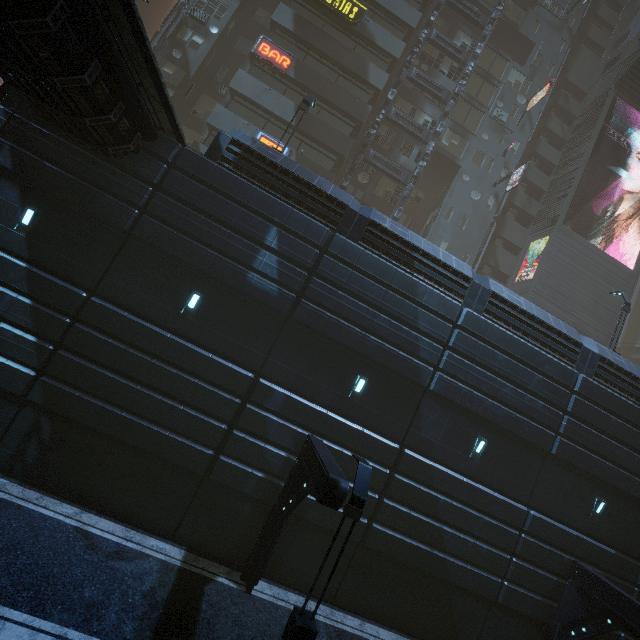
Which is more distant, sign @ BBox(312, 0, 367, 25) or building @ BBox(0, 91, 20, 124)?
sign @ BBox(312, 0, 367, 25)

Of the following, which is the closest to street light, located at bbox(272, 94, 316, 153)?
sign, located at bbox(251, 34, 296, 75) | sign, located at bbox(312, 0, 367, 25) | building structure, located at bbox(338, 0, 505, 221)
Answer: building structure, located at bbox(338, 0, 505, 221)

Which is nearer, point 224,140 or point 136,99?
point 136,99

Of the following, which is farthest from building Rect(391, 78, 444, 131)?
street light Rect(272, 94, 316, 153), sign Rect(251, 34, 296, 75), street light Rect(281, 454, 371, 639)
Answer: street light Rect(272, 94, 316, 153)

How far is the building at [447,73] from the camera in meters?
27.6 m

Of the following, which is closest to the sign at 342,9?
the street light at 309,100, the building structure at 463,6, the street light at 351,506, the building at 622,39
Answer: the building at 622,39

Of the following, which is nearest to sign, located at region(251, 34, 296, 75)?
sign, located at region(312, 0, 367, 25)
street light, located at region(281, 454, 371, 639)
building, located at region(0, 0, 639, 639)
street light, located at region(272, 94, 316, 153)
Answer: building, located at region(0, 0, 639, 639)
